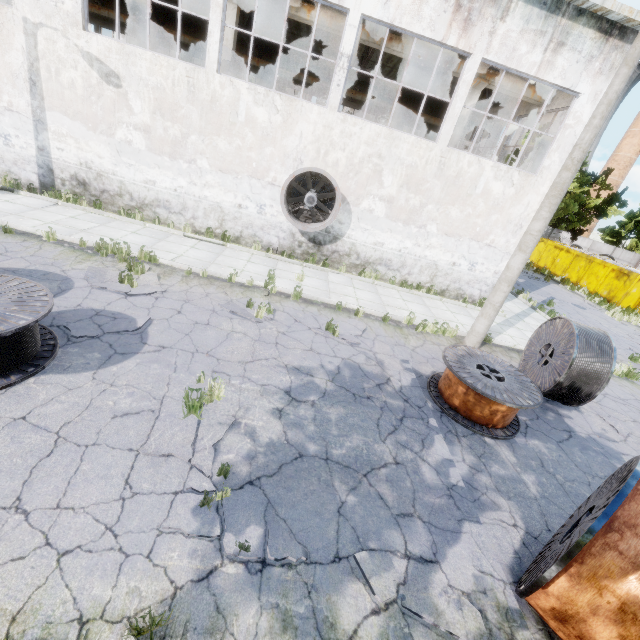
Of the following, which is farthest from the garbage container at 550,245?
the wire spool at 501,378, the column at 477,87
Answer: the wire spool at 501,378

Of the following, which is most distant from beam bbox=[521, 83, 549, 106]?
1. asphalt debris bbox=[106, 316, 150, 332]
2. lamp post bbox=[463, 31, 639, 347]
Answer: asphalt debris bbox=[106, 316, 150, 332]

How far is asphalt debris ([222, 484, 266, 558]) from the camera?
3.5m

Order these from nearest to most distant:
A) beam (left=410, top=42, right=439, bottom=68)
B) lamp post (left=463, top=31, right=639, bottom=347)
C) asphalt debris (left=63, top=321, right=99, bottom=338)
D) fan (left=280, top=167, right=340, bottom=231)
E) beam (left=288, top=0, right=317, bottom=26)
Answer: asphalt debris (left=63, top=321, right=99, bottom=338) < lamp post (left=463, top=31, right=639, bottom=347) < fan (left=280, top=167, right=340, bottom=231) < beam (left=288, top=0, right=317, bottom=26) < beam (left=410, top=42, right=439, bottom=68)

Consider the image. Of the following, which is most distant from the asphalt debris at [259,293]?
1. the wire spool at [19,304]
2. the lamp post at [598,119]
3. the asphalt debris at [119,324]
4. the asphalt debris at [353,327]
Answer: the lamp post at [598,119]

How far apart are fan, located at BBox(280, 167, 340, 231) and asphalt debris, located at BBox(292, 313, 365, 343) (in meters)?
4.47

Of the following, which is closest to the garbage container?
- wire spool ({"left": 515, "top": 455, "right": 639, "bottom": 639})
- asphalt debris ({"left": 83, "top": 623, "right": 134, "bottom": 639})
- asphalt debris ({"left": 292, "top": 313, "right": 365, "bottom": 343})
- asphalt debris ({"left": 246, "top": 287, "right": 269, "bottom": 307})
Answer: asphalt debris ({"left": 292, "top": 313, "right": 365, "bottom": 343})

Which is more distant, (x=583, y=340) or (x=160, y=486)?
(x=583, y=340)
